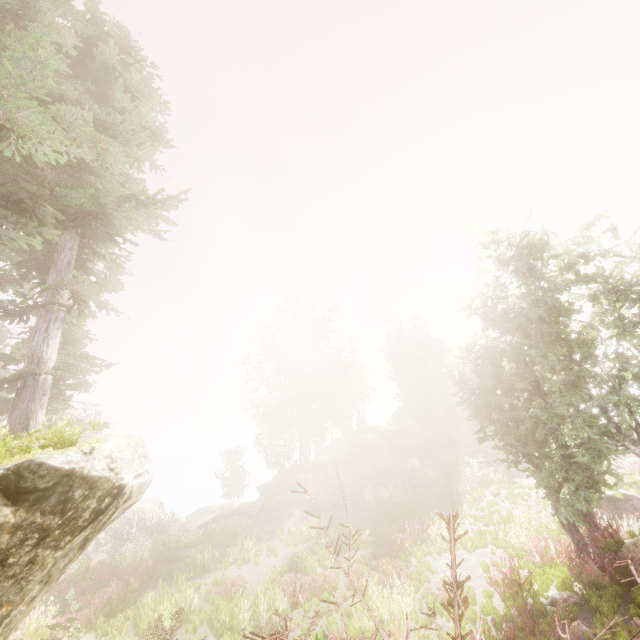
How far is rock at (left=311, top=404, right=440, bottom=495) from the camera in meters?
34.6 m

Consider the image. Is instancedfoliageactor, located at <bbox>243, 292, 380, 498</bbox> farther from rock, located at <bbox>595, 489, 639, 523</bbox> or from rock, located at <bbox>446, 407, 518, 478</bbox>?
rock, located at <bbox>595, 489, 639, 523</bbox>

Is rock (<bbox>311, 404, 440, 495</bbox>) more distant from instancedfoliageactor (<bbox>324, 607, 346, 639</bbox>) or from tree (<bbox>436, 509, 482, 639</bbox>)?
tree (<bbox>436, 509, 482, 639</bbox>)

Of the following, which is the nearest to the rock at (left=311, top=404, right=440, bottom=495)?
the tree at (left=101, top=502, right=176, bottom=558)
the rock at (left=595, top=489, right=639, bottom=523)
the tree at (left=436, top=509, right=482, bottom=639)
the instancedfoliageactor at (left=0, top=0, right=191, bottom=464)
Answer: the instancedfoliageactor at (left=0, top=0, right=191, bottom=464)

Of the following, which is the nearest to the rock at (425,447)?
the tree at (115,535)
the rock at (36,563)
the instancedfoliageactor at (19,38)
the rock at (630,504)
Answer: the instancedfoliageactor at (19,38)

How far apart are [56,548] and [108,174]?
8.8m

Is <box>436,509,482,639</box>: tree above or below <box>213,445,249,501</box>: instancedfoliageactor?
below

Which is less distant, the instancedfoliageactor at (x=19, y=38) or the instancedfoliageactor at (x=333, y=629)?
the instancedfoliageactor at (x=19, y=38)
